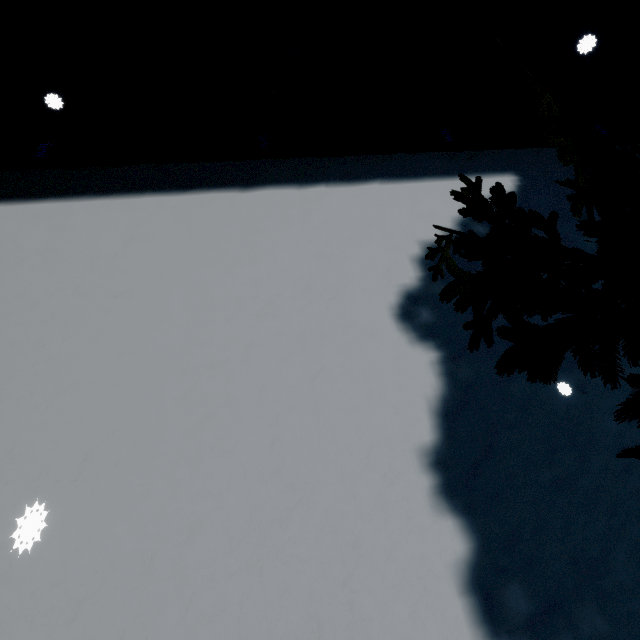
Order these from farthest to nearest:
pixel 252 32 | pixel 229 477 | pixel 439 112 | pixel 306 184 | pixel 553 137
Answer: pixel 439 112 → pixel 306 184 → pixel 252 32 → pixel 229 477 → pixel 553 137

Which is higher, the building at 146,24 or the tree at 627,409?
the tree at 627,409

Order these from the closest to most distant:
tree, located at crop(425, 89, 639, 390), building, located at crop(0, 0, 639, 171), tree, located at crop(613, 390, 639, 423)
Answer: tree, located at crop(425, 89, 639, 390) → tree, located at crop(613, 390, 639, 423) → building, located at crop(0, 0, 639, 171)

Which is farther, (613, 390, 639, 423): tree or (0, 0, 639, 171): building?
(0, 0, 639, 171): building

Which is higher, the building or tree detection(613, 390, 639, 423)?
tree detection(613, 390, 639, 423)

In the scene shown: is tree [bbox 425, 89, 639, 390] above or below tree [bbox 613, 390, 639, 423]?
above

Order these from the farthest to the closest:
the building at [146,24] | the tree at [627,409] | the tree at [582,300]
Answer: the building at [146,24] < the tree at [627,409] < the tree at [582,300]

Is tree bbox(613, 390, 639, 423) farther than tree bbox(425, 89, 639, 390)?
Yes
